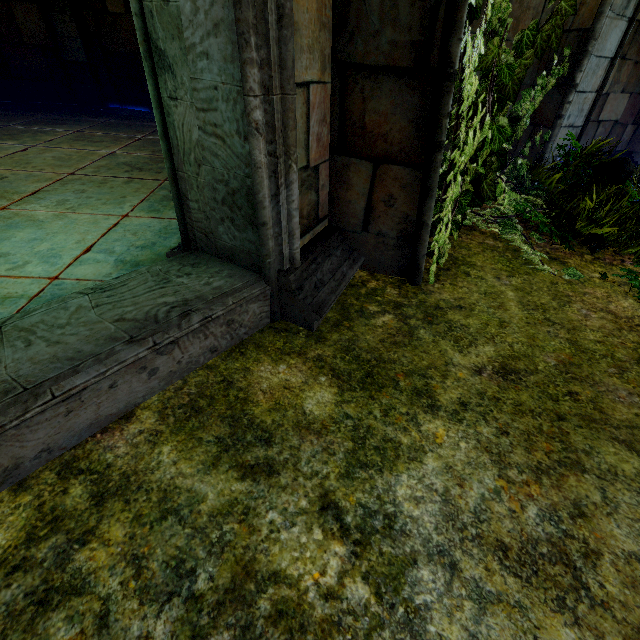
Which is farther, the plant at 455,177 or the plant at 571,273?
the plant at 571,273

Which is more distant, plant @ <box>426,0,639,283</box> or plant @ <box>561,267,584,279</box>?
plant @ <box>561,267,584,279</box>

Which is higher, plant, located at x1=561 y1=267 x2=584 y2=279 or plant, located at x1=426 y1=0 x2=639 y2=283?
plant, located at x1=426 y1=0 x2=639 y2=283

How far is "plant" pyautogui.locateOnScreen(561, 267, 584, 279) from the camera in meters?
2.5 m

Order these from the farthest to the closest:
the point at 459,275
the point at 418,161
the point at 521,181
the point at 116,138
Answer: the point at 116,138
the point at 521,181
the point at 459,275
the point at 418,161

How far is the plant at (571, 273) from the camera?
2.5 meters
